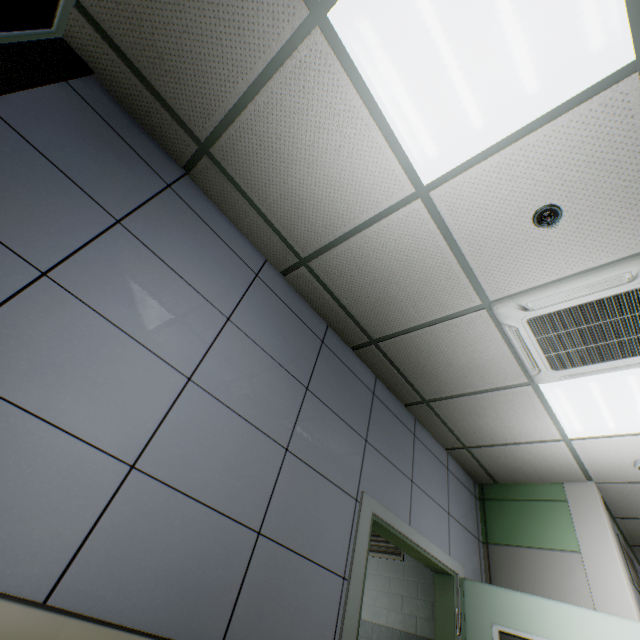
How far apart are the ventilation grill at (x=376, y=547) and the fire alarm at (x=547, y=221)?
4.4 meters

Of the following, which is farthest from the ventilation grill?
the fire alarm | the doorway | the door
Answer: the doorway

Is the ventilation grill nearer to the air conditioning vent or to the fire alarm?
the air conditioning vent

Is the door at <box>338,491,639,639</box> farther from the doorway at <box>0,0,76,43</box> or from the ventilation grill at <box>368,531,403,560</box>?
the doorway at <box>0,0,76,43</box>

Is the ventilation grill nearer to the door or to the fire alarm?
the door

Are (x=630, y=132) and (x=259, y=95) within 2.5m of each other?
yes

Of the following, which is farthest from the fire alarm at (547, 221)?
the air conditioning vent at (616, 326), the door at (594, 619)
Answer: the door at (594, 619)

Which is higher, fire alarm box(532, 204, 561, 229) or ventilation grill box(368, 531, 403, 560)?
fire alarm box(532, 204, 561, 229)
